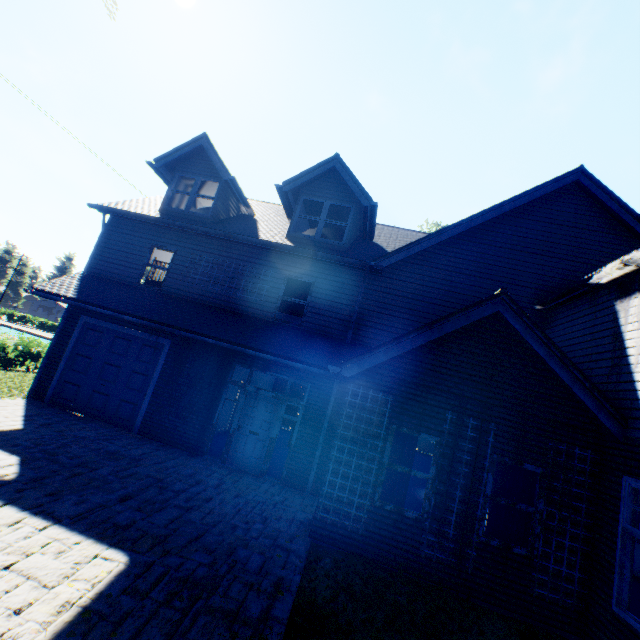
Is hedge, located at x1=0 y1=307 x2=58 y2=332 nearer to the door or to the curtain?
the door

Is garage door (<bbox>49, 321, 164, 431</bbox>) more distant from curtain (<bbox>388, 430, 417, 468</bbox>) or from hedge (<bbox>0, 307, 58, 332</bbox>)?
hedge (<bbox>0, 307, 58, 332</bbox>)

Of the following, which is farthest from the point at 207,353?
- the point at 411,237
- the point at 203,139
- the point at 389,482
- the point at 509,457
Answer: the point at 411,237

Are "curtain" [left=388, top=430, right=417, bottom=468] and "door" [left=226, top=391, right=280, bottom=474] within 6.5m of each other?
yes

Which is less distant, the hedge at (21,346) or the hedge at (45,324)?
the hedge at (21,346)

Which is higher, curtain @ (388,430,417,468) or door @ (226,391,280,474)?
curtain @ (388,430,417,468)

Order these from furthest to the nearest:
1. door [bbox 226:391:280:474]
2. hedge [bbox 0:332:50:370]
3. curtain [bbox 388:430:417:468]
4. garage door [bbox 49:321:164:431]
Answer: hedge [bbox 0:332:50:370] → garage door [bbox 49:321:164:431] → door [bbox 226:391:280:474] → curtain [bbox 388:430:417:468]

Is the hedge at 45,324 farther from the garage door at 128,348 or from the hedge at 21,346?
the garage door at 128,348
